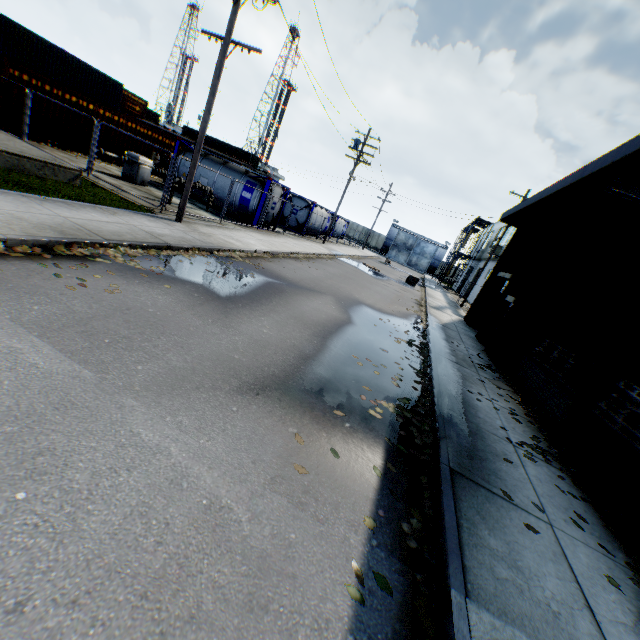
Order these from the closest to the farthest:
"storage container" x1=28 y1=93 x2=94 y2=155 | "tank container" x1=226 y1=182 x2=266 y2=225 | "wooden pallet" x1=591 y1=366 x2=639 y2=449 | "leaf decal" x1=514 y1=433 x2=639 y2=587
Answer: "leaf decal" x1=514 y1=433 x2=639 y2=587, "wooden pallet" x1=591 y1=366 x2=639 y2=449, "storage container" x1=28 y1=93 x2=94 y2=155, "tank container" x1=226 y1=182 x2=266 y2=225

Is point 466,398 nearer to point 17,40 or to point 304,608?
point 304,608

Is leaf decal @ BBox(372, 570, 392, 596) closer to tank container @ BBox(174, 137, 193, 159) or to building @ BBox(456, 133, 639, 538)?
building @ BBox(456, 133, 639, 538)

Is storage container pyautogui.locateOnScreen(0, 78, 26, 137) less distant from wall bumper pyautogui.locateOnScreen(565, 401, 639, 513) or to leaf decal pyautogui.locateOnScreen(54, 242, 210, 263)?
leaf decal pyautogui.locateOnScreen(54, 242, 210, 263)

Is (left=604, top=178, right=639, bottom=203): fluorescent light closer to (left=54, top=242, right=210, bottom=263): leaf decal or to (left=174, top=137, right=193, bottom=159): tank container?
(left=54, top=242, right=210, bottom=263): leaf decal

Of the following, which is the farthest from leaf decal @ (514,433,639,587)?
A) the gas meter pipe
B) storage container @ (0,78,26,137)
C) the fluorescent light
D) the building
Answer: storage container @ (0,78,26,137)

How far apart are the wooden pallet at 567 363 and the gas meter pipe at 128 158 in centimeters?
1860cm

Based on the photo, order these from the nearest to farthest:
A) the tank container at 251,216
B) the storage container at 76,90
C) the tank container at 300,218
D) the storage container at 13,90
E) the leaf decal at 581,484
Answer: the leaf decal at 581,484, the storage container at 13,90, the storage container at 76,90, the tank container at 251,216, the tank container at 300,218
